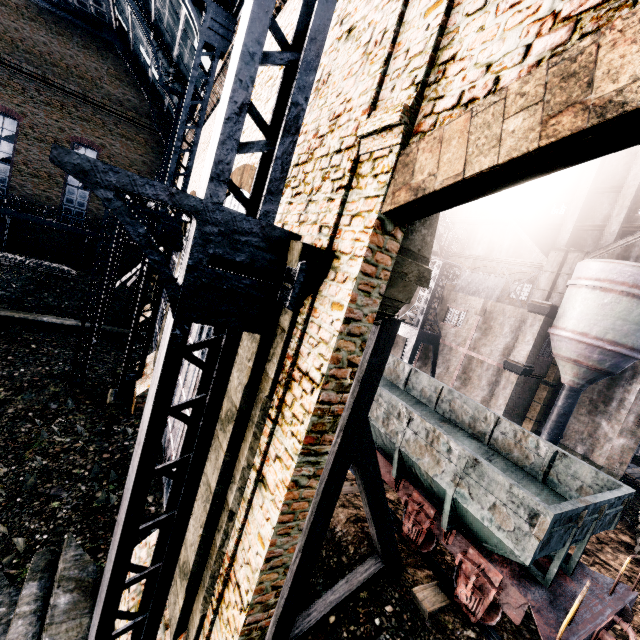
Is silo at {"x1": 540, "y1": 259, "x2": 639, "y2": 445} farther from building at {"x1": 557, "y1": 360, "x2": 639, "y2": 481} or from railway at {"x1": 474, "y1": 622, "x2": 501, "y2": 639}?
railway at {"x1": 474, "y1": 622, "x2": 501, "y2": 639}

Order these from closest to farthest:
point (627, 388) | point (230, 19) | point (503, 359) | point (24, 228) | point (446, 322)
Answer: point (230, 19) → point (627, 388) → point (503, 359) → point (446, 322) → point (24, 228)

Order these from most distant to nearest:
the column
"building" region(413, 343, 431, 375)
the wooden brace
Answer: "building" region(413, 343, 431, 375) → the column → the wooden brace

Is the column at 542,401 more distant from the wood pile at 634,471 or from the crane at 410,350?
the crane at 410,350

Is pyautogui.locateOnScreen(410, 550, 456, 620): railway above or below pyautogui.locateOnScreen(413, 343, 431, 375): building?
below

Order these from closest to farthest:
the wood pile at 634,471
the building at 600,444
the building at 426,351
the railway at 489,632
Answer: the railway at 489,632 → the building at 600,444 → the wood pile at 634,471 → the building at 426,351

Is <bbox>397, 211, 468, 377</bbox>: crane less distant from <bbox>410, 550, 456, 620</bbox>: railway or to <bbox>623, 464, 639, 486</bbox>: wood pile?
<bbox>623, 464, 639, 486</bbox>: wood pile

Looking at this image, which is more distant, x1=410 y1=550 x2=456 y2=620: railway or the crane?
the crane
